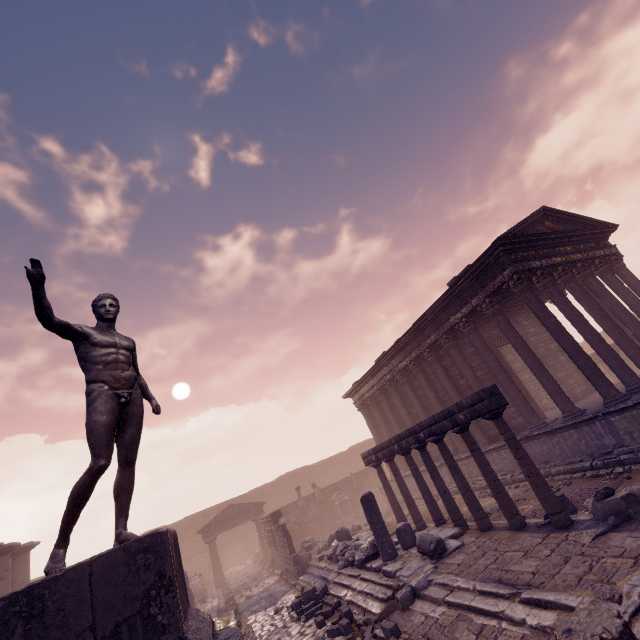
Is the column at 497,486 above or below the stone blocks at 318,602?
above

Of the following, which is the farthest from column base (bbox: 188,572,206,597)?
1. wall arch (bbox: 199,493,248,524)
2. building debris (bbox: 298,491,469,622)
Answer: building debris (bbox: 298,491,469,622)

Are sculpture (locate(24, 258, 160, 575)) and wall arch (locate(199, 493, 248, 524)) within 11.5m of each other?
no

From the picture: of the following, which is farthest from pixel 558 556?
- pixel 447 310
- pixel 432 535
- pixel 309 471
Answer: pixel 309 471

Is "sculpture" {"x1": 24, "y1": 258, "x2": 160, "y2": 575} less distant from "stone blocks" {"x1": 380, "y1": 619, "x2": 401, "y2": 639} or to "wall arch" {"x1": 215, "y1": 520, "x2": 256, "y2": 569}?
"stone blocks" {"x1": 380, "y1": 619, "x2": 401, "y2": 639}

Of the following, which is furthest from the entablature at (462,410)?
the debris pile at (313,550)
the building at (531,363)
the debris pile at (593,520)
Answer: the building at (531,363)

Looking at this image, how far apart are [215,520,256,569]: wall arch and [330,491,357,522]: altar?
9.45m

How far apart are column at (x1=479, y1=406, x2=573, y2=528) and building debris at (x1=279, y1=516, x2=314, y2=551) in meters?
16.8 m
